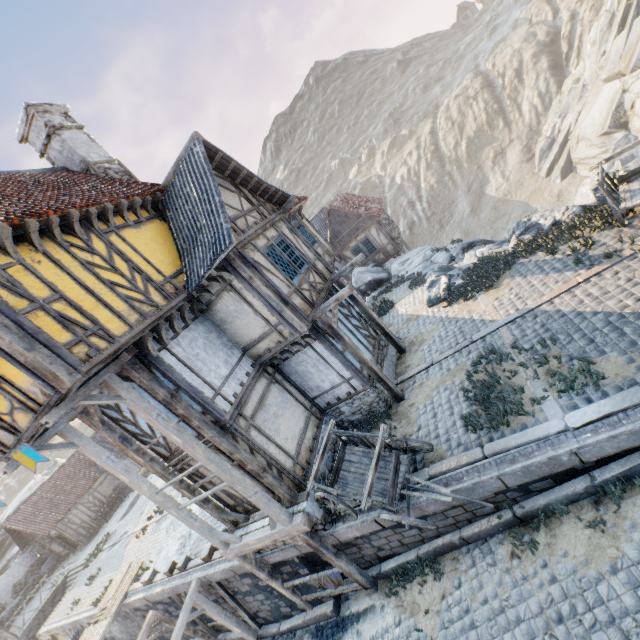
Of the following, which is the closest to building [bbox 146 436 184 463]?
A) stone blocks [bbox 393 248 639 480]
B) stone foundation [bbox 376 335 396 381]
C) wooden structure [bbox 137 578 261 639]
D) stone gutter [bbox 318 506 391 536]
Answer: stone foundation [bbox 376 335 396 381]

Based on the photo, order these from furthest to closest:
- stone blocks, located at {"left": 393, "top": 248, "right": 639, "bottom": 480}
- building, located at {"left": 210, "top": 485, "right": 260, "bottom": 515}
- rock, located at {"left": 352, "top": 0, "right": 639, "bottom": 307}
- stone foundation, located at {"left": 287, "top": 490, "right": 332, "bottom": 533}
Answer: rock, located at {"left": 352, "top": 0, "right": 639, "bottom": 307}
building, located at {"left": 210, "top": 485, "right": 260, "bottom": 515}
stone foundation, located at {"left": 287, "top": 490, "right": 332, "bottom": 533}
stone blocks, located at {"left": 393, "top": 248, "right": 639, "bottom": 480}

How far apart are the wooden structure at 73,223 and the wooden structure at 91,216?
0.42m

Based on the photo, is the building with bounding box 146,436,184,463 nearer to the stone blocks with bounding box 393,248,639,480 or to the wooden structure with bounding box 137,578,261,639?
the stone blocks with bounding box 393,248,639,480

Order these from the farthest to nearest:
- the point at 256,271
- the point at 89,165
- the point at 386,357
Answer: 1. the point at 386,357
2. the point at 89,165
3. the point at 256,271

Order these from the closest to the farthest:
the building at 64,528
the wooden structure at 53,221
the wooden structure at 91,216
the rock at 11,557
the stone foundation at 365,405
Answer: the wooden structure at 53,221, the wooden structure at 91,216, the stone foundation at 365,405, the building at 64,528, the rock at 11,557

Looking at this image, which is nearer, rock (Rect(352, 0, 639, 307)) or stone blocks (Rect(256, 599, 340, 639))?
stone blocks (Rect(256, 599, 340, 639))

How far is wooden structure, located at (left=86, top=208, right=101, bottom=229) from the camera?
7.6 meters
